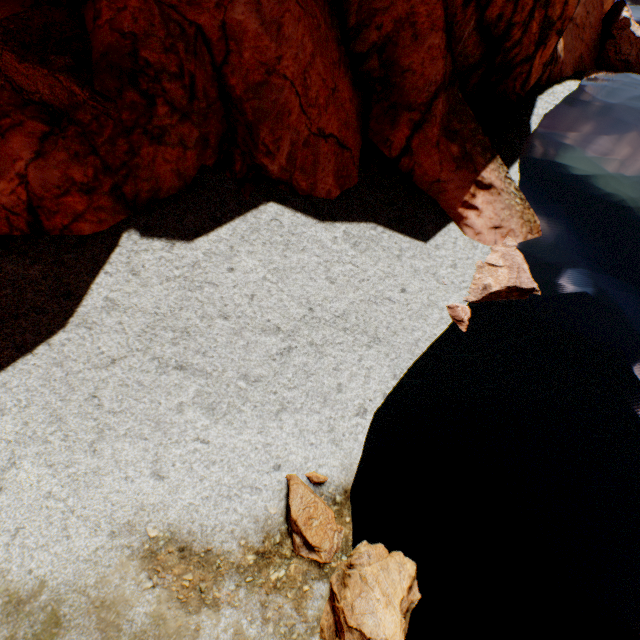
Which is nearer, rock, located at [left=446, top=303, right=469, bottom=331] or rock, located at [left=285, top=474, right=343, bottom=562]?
rock, located at [left=285, top=474, right=343, bottom=562]

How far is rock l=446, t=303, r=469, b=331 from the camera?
9.7m

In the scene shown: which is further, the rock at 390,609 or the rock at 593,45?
the rock at 593,45

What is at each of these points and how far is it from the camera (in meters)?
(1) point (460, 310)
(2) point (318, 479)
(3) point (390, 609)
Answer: (1) rock, 9.81
(2) rock, 6.91
(3) rock, 5.55

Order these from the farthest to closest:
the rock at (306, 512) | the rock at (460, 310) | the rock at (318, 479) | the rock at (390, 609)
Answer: the rock at (460, 310), the rock at (318, 479), the rock at (306, 512), the rock at (390, 609)
